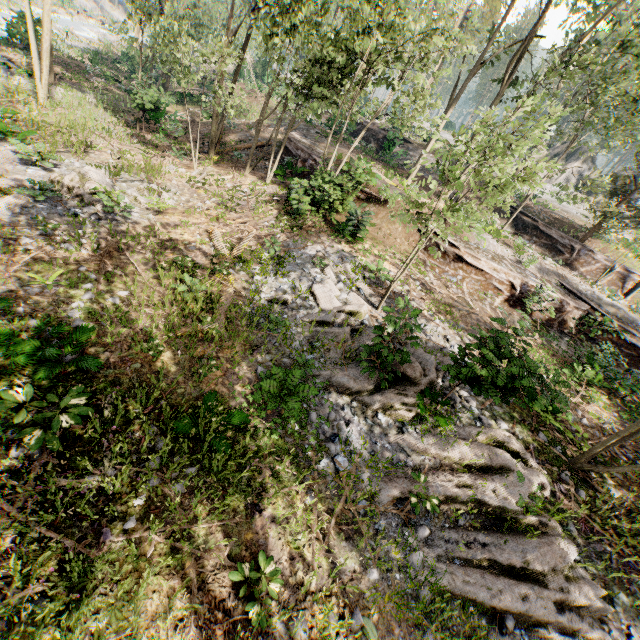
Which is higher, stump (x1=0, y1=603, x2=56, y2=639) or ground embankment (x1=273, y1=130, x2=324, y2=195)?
ground embankment (x1=273, y1=130, x2=324, y2=195)

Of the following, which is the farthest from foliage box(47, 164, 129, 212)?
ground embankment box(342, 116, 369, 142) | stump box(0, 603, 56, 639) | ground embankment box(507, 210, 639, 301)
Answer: stump box(0, 603, 56, 639)

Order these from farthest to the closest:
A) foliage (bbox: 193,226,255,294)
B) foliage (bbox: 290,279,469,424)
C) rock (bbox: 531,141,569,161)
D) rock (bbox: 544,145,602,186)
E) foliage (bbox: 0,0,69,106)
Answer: rock (bbox: 531,141,569,161), rock (bbox: 544,145,602,186), foliage (bbox: 0,0,69,106), foliage (bbox: 193,226,255,294), foliage (bbox: 290,279,469,424)

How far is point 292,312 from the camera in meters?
11.0 m

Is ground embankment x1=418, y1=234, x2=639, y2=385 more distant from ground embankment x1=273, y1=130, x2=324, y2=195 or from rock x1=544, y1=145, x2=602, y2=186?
rock x1=544, y1=145, x2=602, y2=186

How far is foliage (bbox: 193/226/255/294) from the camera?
11.2 meters

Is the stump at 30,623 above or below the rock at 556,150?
below

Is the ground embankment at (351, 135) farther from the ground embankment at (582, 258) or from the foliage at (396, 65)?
the ground embankment at (582, 258)
